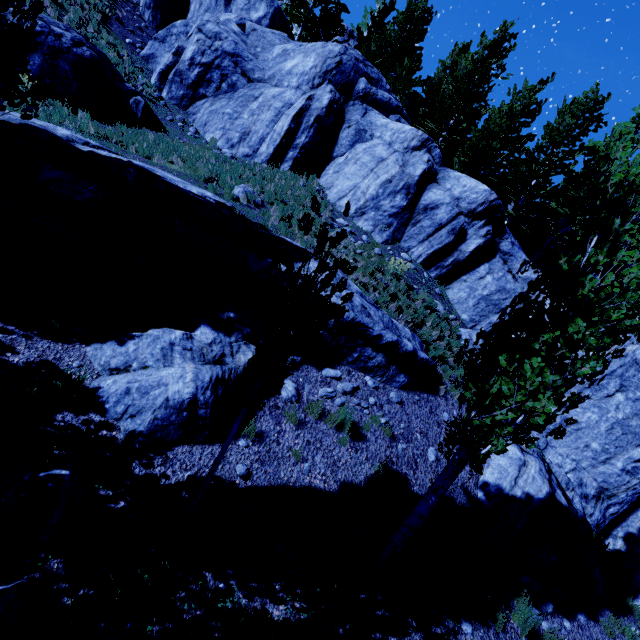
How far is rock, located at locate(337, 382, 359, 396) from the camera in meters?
7.8

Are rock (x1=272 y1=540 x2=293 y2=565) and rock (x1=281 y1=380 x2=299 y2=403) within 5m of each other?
yes

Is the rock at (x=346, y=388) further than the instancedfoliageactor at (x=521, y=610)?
Yes

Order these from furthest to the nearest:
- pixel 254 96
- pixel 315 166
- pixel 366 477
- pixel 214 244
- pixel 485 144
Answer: pixel 485 144
pixel 254 96
pixel 315 166
pixel 214 244
pixel 366 477

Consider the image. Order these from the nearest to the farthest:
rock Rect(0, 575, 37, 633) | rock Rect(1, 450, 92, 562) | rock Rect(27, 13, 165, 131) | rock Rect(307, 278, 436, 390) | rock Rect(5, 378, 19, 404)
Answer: rock Rect(0, 575, 37, 633) → rock Rect(1, 450, 92, 562) → rock Rect(5, 378, 19, 404) → rock Rect(307, 278, 436, 390) → rock Rect(27, 13, 165, 131)

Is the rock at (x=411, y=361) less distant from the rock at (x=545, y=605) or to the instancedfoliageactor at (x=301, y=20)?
the rock at (x=545, y=605)

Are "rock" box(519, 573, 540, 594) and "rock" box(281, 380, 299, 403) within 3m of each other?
no

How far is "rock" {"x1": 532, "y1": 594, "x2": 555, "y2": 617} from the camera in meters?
7.3 m
